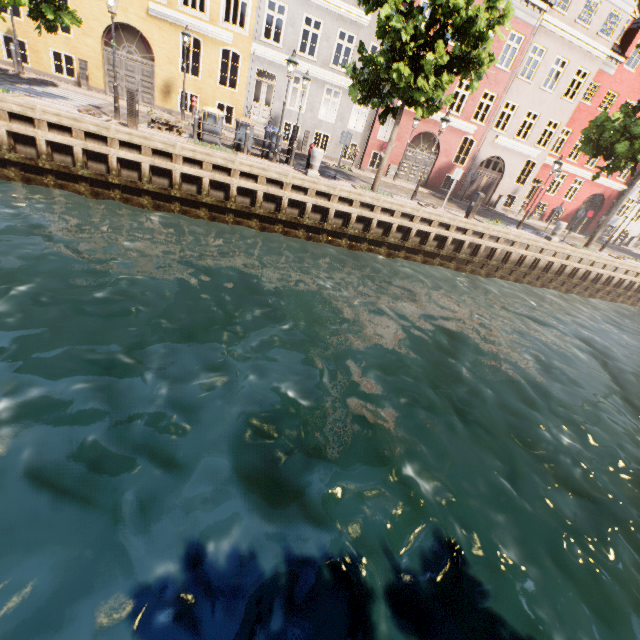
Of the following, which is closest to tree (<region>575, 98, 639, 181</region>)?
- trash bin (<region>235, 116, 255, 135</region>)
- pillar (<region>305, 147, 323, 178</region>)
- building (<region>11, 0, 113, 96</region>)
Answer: pillar (<region>305, 147, 323, 178</region>)

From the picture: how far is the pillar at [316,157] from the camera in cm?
1286

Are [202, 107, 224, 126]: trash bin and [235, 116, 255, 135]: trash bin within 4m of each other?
yes

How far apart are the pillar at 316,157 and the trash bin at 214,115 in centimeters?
381cm

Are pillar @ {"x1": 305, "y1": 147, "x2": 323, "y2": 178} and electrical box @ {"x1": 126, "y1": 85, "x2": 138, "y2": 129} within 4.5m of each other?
no

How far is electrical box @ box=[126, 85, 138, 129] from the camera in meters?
10.4

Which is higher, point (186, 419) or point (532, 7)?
point (532, 7)

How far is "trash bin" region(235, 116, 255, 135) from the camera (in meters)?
13.28
